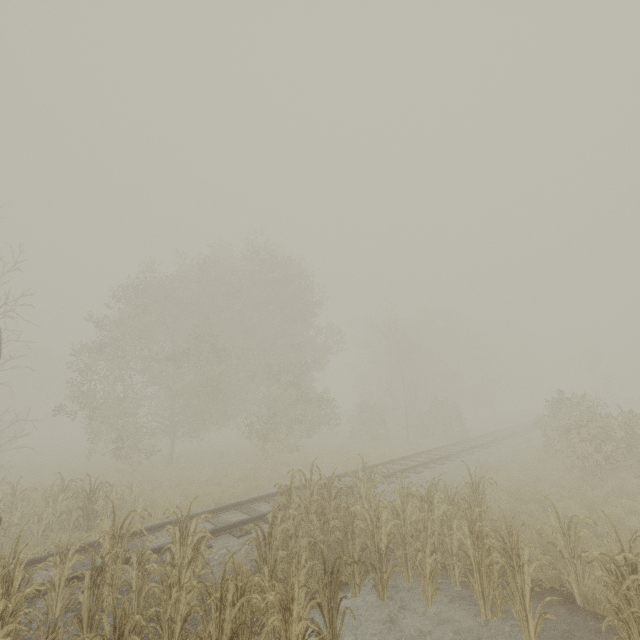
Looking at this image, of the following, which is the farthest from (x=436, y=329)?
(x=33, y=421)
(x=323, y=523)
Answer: (x=33, y=421)
